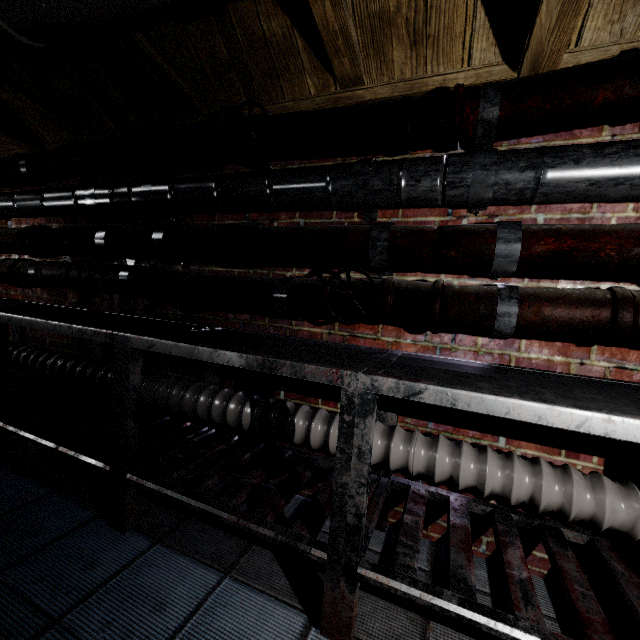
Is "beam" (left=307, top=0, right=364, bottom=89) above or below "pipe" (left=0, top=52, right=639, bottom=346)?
above

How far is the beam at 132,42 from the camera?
1.39m

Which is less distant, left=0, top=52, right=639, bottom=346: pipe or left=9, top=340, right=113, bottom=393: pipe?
left=0, top=52, right=639, bottom=346: pipe

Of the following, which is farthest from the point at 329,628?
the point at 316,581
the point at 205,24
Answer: the point at 205,24

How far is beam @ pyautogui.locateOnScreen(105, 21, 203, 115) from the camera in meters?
1.4 m

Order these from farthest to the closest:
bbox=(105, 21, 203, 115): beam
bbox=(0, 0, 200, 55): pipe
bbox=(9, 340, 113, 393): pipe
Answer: bbox=(9, 340, 113, 393): pipe → bbox=(105, 21, 203, 115): beam → bbox=(0, 0, 200, 55): pipe

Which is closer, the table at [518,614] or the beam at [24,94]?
the table at [518,614]

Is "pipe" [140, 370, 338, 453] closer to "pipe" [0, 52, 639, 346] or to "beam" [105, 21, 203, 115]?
"pipe" [0, 52, 639, 346]
